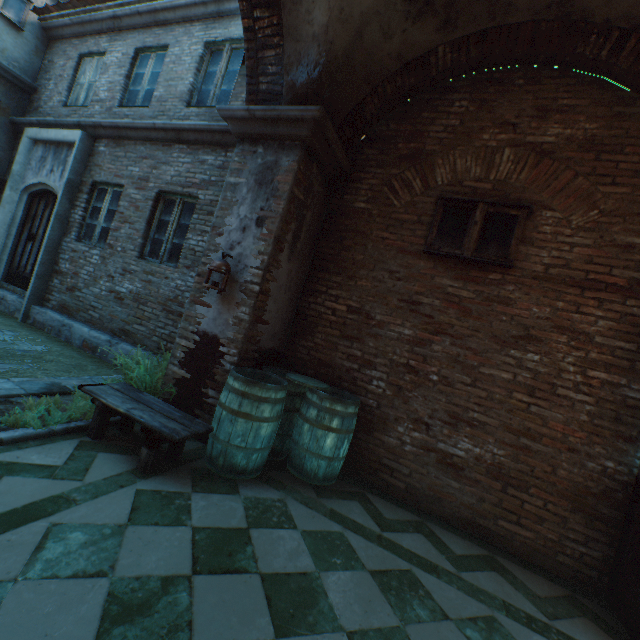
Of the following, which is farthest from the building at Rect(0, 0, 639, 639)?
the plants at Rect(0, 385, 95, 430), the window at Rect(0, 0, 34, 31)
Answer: the plants at Rect(0, 385, 95, 430)

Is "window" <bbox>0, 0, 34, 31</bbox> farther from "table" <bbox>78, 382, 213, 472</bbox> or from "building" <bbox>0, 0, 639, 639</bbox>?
"table" <bbox>78, 382, 213, 472</bbox>

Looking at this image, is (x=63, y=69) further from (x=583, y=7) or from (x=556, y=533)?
(x=556, y=533)

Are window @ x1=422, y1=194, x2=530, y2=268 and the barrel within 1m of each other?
no

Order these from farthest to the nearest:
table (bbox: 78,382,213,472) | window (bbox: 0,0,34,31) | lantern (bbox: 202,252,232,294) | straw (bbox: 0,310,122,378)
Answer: window (bbox: 0,0,34,31)
straw (bbox: 0,310,122,378)
lantern (bbox: 202,252,232,294)
table (bbox: 78,382,213,472)

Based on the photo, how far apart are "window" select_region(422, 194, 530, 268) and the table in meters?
3.1

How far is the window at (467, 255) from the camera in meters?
3.7

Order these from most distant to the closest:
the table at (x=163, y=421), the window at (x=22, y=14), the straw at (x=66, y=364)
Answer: the window at (x=22, y=14) → the straw at (x=66, y=364) → the table at (x=163, y=421)
